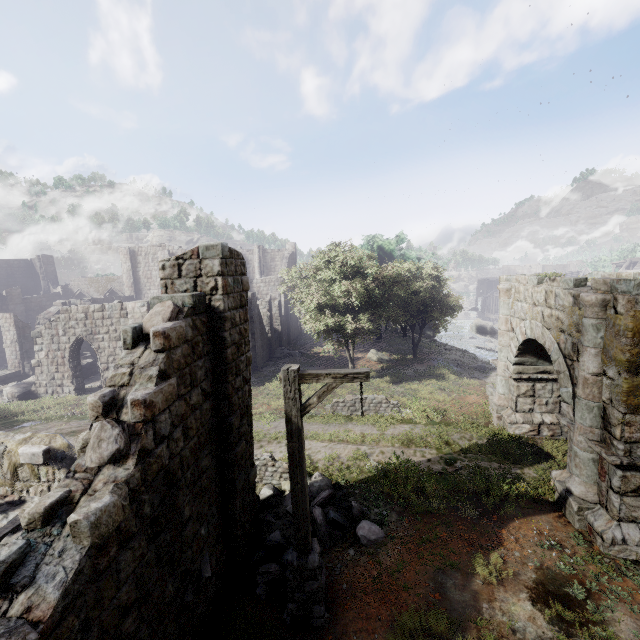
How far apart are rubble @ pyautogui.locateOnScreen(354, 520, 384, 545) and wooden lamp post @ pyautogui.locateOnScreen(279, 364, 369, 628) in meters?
1.3

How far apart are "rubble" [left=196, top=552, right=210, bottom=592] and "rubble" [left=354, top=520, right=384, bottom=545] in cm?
361

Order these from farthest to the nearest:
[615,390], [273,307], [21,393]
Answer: [273,307] → [21,393] → [615,390]

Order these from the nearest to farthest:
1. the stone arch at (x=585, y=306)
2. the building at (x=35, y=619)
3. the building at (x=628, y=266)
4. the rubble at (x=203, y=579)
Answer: the building at (x=35, y=619) → the rubble at (x=203, y=579) → the stone arch at (x=585, y=306) → the building at (x=628, y=266)

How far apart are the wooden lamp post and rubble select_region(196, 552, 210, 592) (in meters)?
1.36

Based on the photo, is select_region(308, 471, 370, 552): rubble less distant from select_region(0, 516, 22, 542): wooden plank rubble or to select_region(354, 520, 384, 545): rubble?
select_region(354, 520, 384, 545): rubble

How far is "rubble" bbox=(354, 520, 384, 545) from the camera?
7.7m

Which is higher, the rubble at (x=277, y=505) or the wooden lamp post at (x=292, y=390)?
the wooden lamp post at (x=292, y=390)
